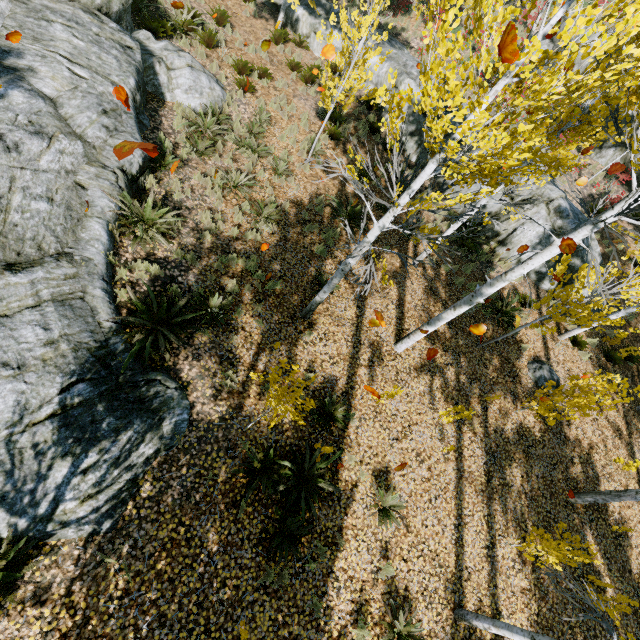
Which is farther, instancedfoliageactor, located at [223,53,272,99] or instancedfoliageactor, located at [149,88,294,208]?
instancedfoliageactor, located at [223,53,272,99]

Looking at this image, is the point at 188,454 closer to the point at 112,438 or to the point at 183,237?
the point at 112,438

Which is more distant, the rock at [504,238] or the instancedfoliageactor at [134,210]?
the rock at [504,238]

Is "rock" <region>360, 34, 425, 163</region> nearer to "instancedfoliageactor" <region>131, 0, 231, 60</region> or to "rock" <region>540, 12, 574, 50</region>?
"instancedfoliageactor" <region>131, 0, 231, 60</region>

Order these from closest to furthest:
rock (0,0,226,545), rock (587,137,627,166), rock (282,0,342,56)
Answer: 1. rock (0,0,226,545)
2. rock (282,0,342,56)
3. rock (587,137,627,166)

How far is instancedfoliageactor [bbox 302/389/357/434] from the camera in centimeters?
663cm

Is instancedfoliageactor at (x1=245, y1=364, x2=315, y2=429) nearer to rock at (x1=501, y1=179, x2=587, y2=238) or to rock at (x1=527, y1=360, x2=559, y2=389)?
rock at (x1=501, y1=179, x2=587, y2=238)

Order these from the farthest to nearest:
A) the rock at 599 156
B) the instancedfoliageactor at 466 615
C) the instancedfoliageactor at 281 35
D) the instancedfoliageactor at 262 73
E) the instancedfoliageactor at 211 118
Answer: the rock at 599 156, the instancedfoliageactor at 281 35, the instancedfoliageactor at 262 73, the instancedfoliageactor at 211 118, the instancedfoliageactor at 466 615
